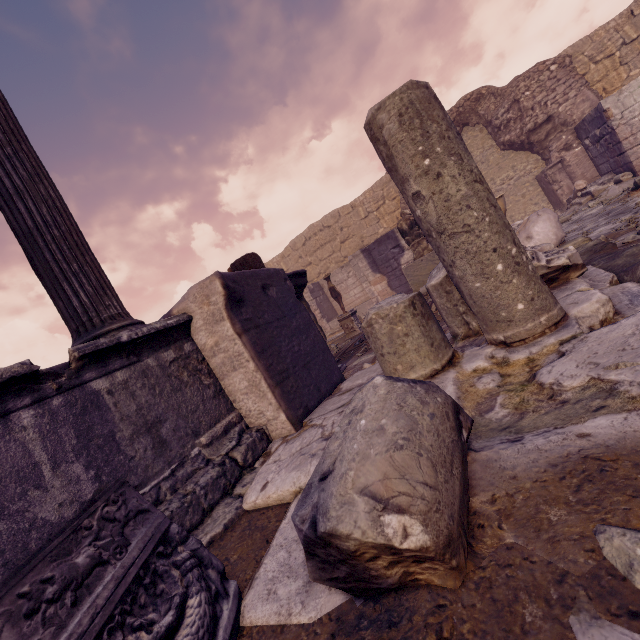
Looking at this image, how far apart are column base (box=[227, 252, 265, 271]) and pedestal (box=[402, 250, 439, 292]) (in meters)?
3.95

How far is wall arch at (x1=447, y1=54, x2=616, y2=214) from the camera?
11.4m

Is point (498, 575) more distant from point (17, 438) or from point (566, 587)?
point (17, 438)

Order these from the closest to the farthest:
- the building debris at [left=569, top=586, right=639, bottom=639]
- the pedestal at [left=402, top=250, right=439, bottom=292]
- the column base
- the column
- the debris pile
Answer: the building debris at [left=569, top=586, right=639, bottom=639], the column, the column base, the pedestal at [left=402, top=250, right=439, bottom=292], the debris pile

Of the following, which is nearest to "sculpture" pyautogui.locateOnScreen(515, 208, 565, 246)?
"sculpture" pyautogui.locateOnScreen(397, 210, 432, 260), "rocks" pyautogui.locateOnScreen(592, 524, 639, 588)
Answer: "sculpture" pyautogui.locateOnScreen(397, 210, 432, 260)

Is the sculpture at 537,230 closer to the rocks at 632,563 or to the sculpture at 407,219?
the sculpture at 407,219

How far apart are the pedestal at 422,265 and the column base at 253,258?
4.0 meters

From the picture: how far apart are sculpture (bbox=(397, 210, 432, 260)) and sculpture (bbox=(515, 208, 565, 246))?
1.9m
